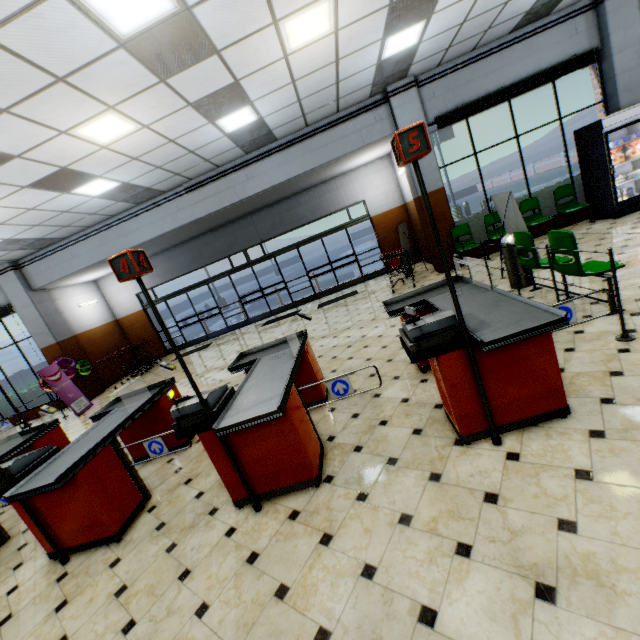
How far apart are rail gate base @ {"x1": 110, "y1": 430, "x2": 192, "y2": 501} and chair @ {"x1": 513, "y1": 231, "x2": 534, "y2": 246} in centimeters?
508cm

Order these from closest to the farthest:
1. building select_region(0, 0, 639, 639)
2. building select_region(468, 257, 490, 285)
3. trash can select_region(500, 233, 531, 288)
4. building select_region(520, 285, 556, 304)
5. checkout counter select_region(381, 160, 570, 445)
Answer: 1. building select_region(0, 0, 639, 639)
2. checkout counter select_region(381, 160, 570, 445)
3. building select_region(520, 285, 556, 304)
4. trash can select_region(500, 233, 531, 288)
5. building select_region(468, 257, 490, 285)

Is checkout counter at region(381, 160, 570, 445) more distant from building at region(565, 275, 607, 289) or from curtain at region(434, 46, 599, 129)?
curtain at region(434, 46, 599, 129)

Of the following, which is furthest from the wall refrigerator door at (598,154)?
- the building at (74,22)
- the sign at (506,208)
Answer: the sign at (506,208)

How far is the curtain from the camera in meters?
7.8

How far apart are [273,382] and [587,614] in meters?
2.5

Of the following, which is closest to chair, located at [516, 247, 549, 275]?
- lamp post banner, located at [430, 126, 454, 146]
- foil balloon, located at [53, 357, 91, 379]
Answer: foil balloon, located at [53, 357, 91, 379]

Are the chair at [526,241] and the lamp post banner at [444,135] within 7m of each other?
no
